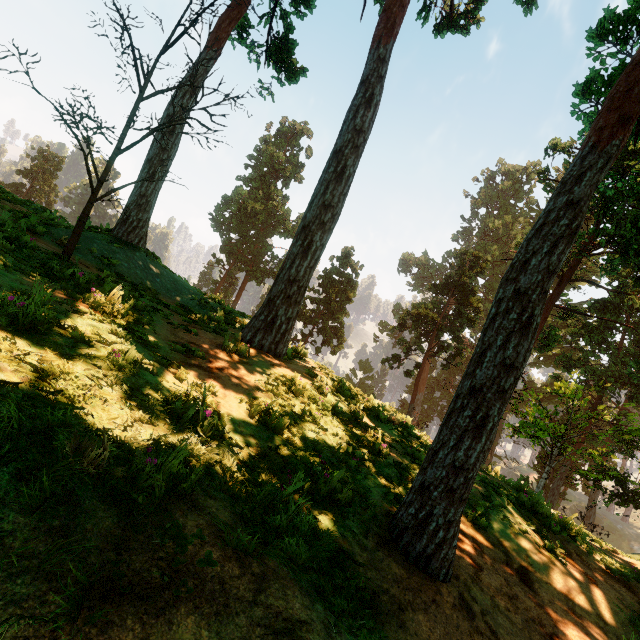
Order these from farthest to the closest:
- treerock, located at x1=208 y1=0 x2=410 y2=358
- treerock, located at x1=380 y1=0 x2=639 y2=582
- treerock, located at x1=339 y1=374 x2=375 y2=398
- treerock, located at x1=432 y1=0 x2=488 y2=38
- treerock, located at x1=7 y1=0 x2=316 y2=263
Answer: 1. treerock, located at x1=432 y1=0 x2=488 y2=38
2. treerock, located at x1=339 y1=374 x2=375 y2=398
3. treerock, located at x1=208 y1=0 x2=410 y2=358
4. treerock, located at x1=7 y1=0 x2=316 y2=263
5. treerock, located at x1=380 y1=0 x2=639 y2=582

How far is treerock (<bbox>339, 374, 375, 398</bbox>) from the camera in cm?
1302

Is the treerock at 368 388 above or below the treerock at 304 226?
below

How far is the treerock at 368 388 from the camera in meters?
13.0 m

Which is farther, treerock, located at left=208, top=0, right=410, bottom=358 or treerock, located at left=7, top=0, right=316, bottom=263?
treerock, located at left=208, top=0, right=410, bottom=358

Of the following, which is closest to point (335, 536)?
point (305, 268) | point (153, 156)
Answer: point (305, 268)
